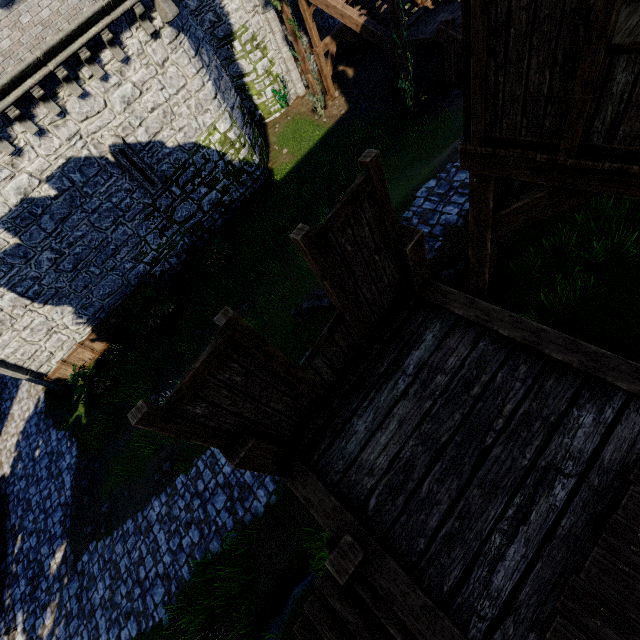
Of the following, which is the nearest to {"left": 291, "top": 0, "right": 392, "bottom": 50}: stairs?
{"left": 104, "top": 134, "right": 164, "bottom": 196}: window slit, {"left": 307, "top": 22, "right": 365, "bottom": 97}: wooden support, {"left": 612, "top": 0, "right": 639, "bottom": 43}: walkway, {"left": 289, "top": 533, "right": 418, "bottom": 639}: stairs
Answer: {"left": 307, "top": 22, "right": 365, "bottom": 97}: wooden support

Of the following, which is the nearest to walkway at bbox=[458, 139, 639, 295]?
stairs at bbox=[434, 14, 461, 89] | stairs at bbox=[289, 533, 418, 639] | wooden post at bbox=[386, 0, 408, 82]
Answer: stairs at bbox=[289, 533, 418, 639]

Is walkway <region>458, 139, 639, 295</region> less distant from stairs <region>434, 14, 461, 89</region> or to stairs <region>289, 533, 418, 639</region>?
stairs <region>289, 533, 418, 639</region>

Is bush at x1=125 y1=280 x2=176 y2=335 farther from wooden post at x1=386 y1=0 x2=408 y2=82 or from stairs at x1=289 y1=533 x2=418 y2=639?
stairs at x1=289 y1=533 x2=418 y2=639

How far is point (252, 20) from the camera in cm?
1742

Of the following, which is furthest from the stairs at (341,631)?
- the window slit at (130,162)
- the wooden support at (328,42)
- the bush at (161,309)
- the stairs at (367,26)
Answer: the wooden support at (328,42)

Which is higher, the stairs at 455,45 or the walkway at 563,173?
Answer: the walkway at 563,173

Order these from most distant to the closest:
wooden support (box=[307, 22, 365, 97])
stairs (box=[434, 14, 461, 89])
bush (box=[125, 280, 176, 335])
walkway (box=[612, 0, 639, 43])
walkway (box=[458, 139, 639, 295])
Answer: wooden support (box=[307, 22, 365, 97]), bush (box=[125, 280, 176, 335]), stairs (box=[434, 14, 461, 89]), walkway (box=[612, 0, 639, 43]), walkway (box=[458, 139, 639, 295])
